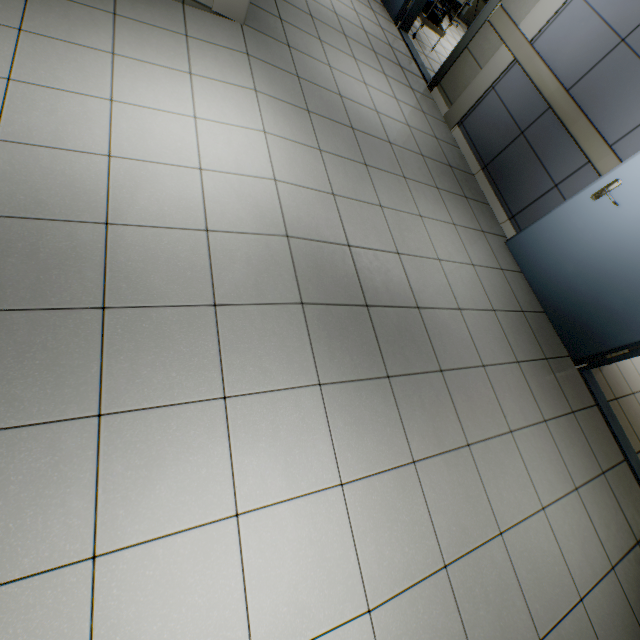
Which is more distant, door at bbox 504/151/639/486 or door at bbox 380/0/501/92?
door at bbox 380/0/501/92

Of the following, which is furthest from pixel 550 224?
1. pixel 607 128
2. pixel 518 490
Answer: pixel 518 490

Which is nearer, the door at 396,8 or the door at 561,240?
the door at 561,240
